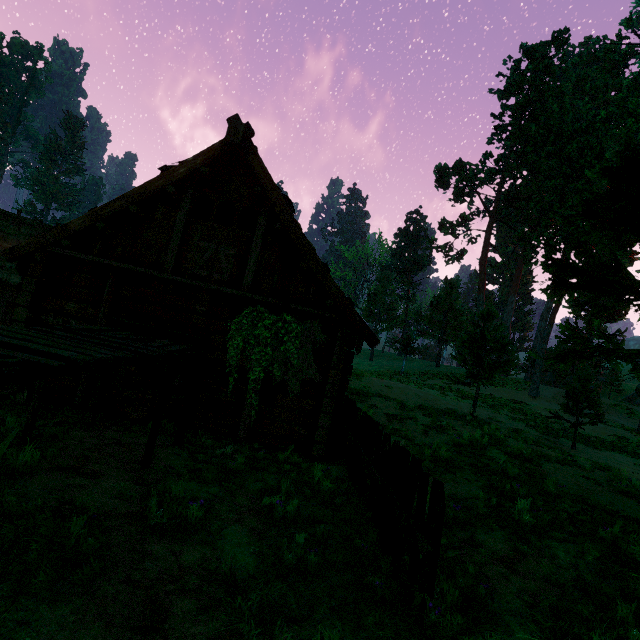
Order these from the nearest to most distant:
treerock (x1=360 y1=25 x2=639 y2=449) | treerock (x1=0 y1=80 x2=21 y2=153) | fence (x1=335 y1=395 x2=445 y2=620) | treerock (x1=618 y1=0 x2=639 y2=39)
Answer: fence (x1=335 y1=395 x2=445 y2=620) → treerock (x1=360 y1=25 x2=639 y2=449) → treerock (x1=618 y1=0 x2=639 y2=39) → treerock (x1=0 y1=80 x2=21 y2=153)

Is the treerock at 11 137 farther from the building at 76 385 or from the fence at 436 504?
the fence at 436 504

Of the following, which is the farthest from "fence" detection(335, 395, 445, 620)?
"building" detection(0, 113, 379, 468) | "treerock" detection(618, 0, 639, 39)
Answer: "treerock" detection(618, 0, 639, 39)

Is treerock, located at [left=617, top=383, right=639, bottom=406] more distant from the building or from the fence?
the fence

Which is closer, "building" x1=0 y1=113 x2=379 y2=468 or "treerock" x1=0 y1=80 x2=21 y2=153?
"building" x1=0 y1=113 x2=379 y2=468

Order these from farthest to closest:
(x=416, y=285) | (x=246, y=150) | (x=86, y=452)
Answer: (x=416, y=285), (x=246, y=150), (x=86, y=452)

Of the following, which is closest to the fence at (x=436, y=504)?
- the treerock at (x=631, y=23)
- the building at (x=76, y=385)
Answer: the building at (x=76, y=385)
